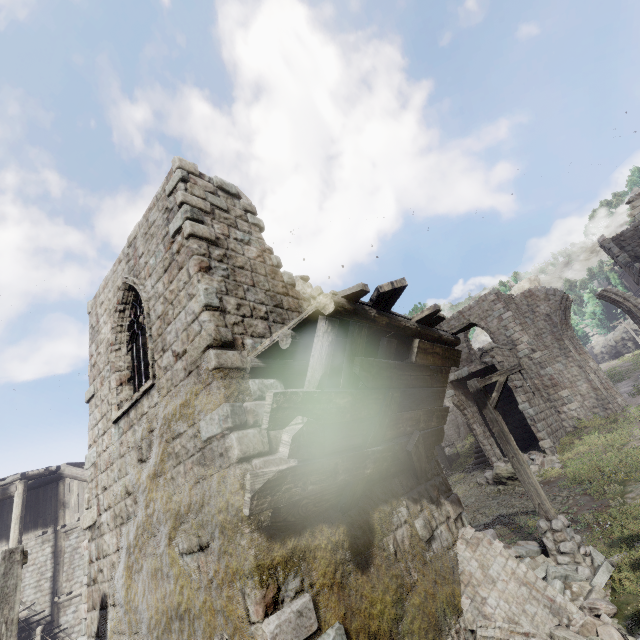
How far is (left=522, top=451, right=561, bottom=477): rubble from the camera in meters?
15.1

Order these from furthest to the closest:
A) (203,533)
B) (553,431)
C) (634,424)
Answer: (553,431) → (634,424) → (203,533)

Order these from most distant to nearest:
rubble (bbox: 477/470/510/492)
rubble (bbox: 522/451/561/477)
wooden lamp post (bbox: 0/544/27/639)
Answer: rubble (bbox: 477/470/510/492), rubble (bbox: 522/451/561/477), wooden lamp post (bbox: 0/544/27/639)

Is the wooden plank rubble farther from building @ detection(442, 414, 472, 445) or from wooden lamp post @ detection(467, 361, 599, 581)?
wooden lamp post @ detection(467, 361, 599, 581)

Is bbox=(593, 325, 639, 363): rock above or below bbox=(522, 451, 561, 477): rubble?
above

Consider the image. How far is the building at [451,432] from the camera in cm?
4962

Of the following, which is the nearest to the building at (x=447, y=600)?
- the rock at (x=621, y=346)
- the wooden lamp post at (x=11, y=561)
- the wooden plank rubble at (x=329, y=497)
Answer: the wooden plank rubble at (x=329, y=497)

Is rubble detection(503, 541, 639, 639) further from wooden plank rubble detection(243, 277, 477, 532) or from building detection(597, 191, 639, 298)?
wooden plank rubble detection(243, 277, 477, 532)
